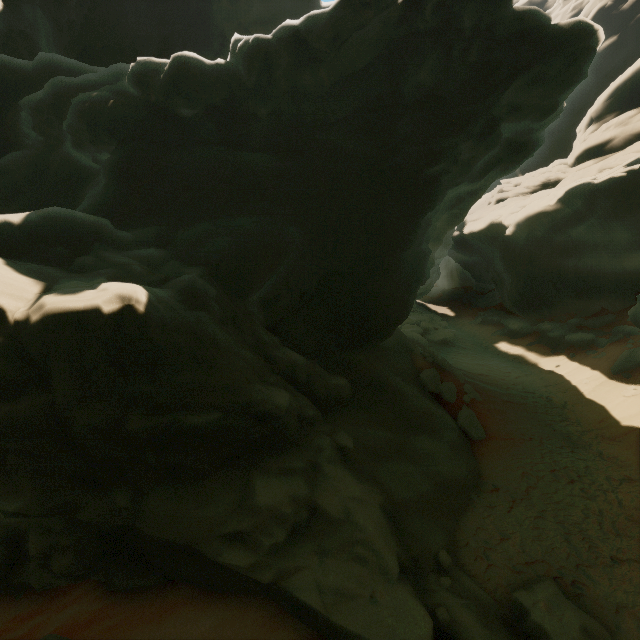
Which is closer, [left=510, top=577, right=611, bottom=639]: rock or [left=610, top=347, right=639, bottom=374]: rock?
[left=510, top=577, right=611, bottom=639]: rock

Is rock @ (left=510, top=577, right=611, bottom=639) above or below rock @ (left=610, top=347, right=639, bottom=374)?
below

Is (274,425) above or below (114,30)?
below

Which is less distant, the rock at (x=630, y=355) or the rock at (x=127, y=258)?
the rock at (x=127, y=258)
